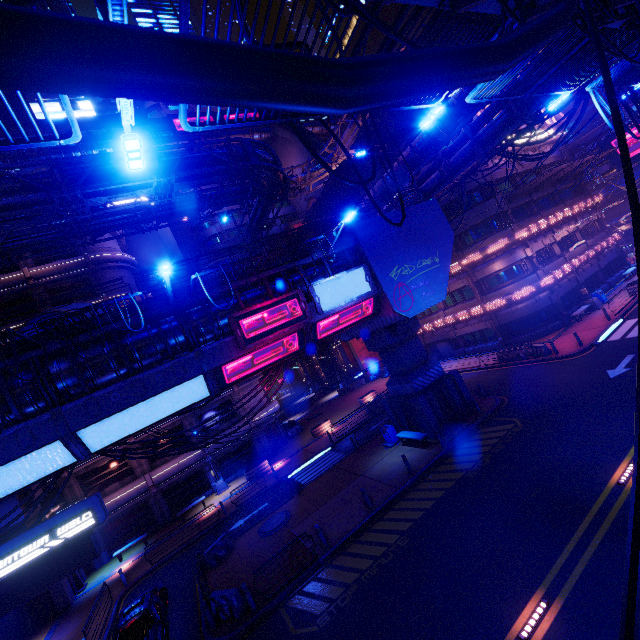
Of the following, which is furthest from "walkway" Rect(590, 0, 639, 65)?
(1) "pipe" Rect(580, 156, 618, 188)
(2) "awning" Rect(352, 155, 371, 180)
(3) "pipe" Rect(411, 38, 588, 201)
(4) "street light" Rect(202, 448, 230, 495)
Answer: (4) "street light" Rect(202, 448, 230, 495)

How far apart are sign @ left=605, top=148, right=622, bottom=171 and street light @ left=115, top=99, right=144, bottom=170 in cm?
4952

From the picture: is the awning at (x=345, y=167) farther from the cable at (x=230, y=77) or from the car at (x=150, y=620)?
the car at (x=150, y=620)

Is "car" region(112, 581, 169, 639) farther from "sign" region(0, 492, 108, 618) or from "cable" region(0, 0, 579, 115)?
"cable" region(0, 0, 579, 115)

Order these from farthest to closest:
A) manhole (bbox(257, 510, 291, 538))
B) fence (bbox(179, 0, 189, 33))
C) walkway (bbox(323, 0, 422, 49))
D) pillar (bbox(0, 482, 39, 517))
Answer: pillar (bbox(0, 482, 39, 517)) < manhole (bbox(257, 510, 291, 538)) < fence (bbox(179, 0, 189, 33)) < walkway (bbox(323, 0, 422, 49))

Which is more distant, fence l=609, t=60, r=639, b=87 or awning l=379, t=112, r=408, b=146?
awning l=379, t=112, r=408, b=146

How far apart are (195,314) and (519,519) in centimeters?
1452cm

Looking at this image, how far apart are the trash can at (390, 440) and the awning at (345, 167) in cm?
1823
